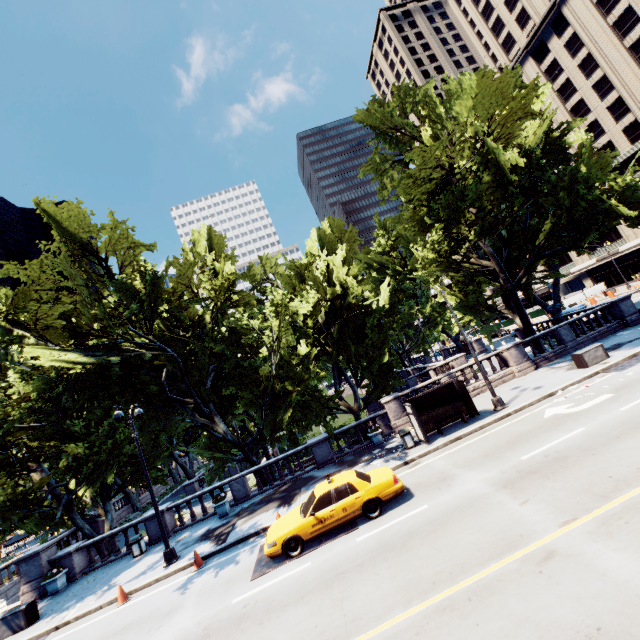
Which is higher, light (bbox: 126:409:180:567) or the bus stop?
the bus stop

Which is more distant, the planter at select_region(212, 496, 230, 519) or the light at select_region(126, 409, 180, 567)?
the planter at select_region(212, 496, 230, 519)

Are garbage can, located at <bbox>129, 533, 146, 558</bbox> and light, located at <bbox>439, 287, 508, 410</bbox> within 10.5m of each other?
no

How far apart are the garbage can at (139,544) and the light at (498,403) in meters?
20.5

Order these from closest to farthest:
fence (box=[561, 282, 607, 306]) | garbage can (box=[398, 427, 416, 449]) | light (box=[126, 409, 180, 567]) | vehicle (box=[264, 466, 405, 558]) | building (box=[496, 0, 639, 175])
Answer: vehicle (box=[264, 466, 405, 558]), light (box=[126, 409, 180, 567]), garbage can (box=[398, 427, 416, 449]), building (box=[496, 0, 639, 175]), fence (box=[561, 282, 607, 306])

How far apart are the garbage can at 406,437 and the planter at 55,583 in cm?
1966

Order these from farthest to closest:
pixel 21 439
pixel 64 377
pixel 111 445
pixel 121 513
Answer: pixel 121 513
pixel 111 445
pixel 64 377
pixel 21 439

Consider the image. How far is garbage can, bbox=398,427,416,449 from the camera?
16.28m
